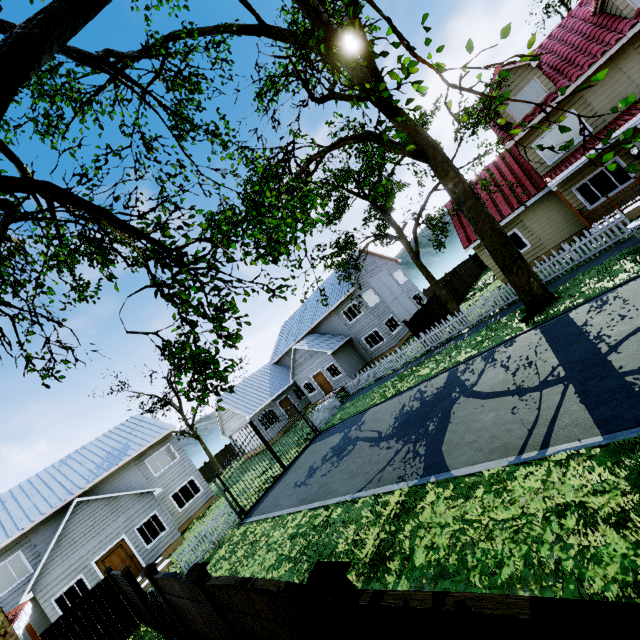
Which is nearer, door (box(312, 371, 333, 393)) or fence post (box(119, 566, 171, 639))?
fence post (box(119, 566, 171, 639))

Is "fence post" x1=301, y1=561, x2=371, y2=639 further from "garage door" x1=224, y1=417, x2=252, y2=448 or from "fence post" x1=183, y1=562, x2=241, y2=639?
"garage door" x1=224, y1=417, x2=252, y2=448

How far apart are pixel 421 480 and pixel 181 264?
7.5m

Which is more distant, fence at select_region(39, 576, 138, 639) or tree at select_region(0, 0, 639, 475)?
fence at select_region(39, 576, 138, 639)

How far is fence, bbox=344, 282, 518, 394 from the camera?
16.1m

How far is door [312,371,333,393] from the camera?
28.9m

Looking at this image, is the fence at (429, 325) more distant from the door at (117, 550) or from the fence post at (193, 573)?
the door at (117, 550)

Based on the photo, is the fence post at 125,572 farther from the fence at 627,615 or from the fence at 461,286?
the fence at 461,286
